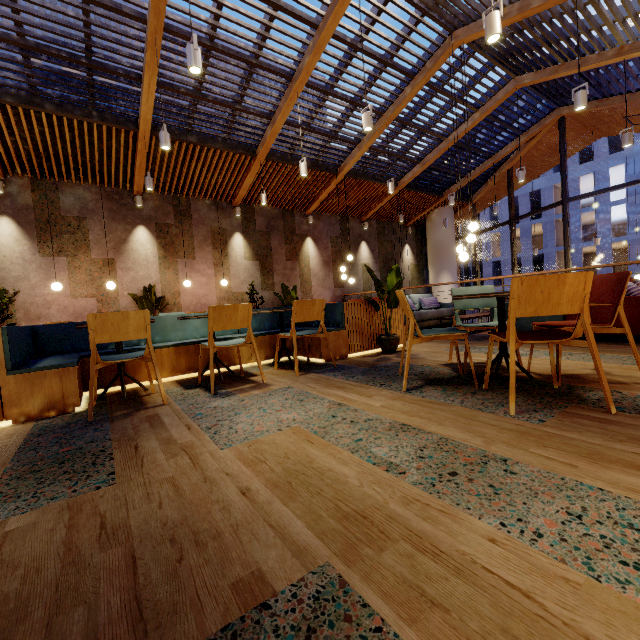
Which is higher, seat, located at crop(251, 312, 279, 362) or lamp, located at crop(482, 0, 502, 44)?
lamp, located at crop(482, 0, 502, 44)

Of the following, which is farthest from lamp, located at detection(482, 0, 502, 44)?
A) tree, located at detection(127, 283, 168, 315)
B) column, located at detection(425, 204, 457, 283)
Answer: column, located at detection(425, 204, 457, 283)

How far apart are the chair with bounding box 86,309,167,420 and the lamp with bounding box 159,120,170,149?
3.8 meters

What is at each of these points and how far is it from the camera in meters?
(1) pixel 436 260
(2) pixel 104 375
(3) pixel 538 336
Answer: (1) column, 14.1 m
(2) seat, 3.5 m
(3) chair, 2.1 m

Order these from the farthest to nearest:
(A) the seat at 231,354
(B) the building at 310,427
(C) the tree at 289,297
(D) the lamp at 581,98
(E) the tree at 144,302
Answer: (E) the tree at 144,302
(C) the tree at 289,297
(D) the lamp at 581,98
(A) the seat at 231,354
(B) the building at 310,427

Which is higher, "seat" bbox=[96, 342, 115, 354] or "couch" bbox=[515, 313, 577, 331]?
"seat" bbox=[96, 342, 115, 354]

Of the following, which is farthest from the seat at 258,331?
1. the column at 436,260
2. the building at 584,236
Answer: the building at 584,236

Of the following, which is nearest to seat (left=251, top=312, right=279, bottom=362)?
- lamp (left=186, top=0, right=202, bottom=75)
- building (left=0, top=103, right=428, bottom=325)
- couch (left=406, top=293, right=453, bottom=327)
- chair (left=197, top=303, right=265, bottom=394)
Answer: building (left=0, top=103, right=428, bottom=325)
